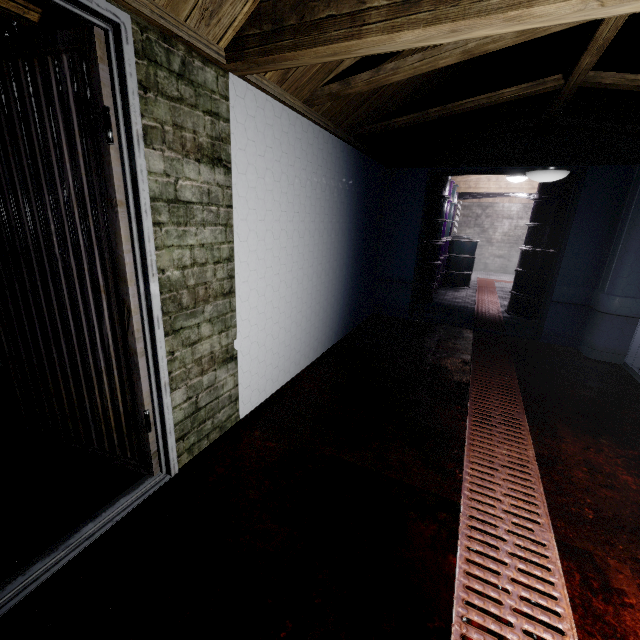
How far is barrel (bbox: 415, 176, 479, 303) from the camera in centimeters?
505cm

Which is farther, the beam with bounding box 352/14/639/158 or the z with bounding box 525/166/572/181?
the z with bounding box 525/166/572/181

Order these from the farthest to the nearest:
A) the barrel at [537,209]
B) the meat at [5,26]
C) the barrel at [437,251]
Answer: the barrel at [437,251]
the barrel at [537,209]
the meat at [5,26]

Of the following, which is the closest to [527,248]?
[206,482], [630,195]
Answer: [630,195]

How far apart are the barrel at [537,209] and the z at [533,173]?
1.8 meters

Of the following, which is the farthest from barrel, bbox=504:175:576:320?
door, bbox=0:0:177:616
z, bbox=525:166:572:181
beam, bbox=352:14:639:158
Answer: door, bbox=0:0:177:616

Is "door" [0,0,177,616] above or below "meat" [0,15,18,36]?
below

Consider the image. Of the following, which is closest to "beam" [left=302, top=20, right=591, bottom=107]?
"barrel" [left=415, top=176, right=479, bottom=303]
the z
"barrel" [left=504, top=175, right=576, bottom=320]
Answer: the z
